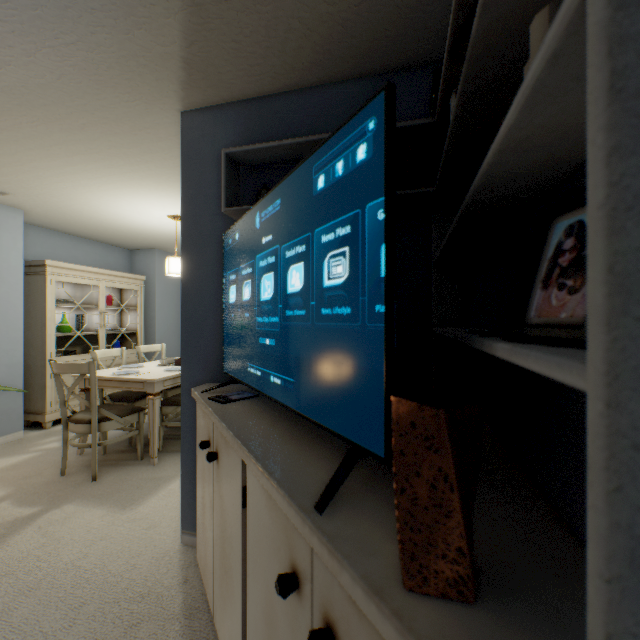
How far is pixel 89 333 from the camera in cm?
432

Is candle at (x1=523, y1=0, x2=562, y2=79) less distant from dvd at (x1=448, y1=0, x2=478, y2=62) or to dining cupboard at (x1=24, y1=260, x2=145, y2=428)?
dvd at (x1=448, y1=0, x2=478, y2=62)

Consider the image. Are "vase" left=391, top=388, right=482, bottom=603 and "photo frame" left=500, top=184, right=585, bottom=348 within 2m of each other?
yes

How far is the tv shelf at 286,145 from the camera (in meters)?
1.54

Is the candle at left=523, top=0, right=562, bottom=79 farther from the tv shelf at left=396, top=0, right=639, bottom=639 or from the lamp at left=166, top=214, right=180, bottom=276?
the lamp at left=166, top=214, right=180, bottom=276

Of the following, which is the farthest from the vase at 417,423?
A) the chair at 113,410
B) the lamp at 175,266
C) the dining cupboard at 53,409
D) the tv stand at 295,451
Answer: the dining cupboard at 53,409

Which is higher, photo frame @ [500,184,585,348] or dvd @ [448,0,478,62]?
dvd @ [448,0,478,62]

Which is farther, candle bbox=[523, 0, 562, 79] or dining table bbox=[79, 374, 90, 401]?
dining table bbox=[79, 374, 90, 401]
